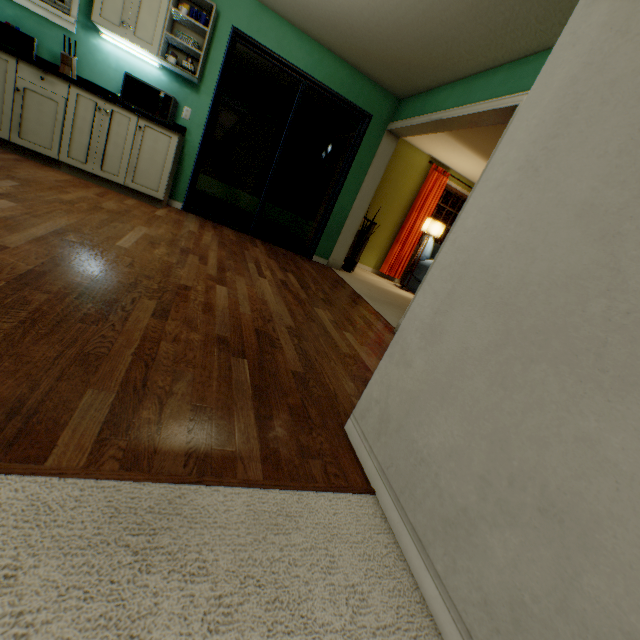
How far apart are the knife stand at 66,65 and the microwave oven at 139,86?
0.4m

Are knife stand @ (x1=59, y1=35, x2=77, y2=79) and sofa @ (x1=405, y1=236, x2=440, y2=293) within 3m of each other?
no

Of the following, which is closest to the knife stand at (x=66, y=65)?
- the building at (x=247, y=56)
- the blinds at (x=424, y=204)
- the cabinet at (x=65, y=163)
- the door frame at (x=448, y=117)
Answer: the cabinet at (x=65, y=163)

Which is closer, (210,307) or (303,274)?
(210,307)

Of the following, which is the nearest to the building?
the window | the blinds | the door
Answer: the door

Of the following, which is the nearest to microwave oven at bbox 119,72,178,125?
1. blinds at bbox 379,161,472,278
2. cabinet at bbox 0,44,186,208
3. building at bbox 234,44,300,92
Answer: cabinet at bbox 0,44,186,208

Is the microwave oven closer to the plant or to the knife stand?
the knife stand

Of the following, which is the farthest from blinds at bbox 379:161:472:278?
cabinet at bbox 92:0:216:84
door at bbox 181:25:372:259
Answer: cabinet at bbox 92:0:216:84
